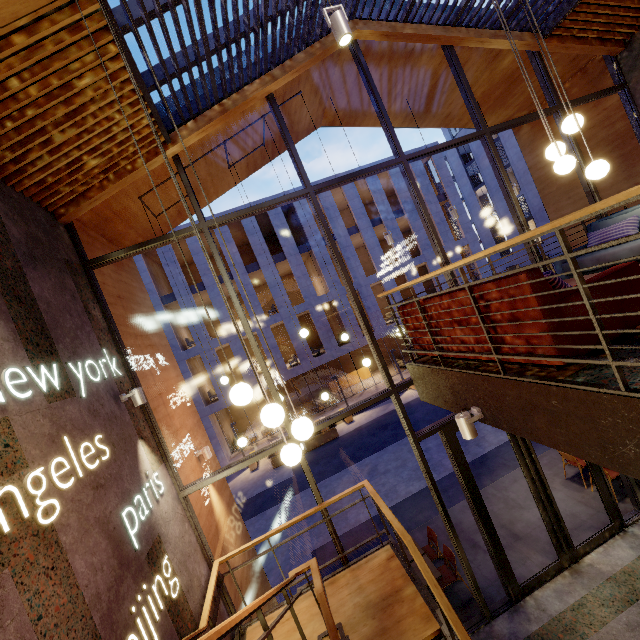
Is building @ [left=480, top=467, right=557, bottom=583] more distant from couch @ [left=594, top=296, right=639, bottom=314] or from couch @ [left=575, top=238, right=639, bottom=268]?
couch @ [left=594, top=296, right=639, bottom=314]

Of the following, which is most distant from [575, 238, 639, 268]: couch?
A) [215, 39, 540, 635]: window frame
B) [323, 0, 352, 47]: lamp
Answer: [323, 0, 352, 47]: lamp

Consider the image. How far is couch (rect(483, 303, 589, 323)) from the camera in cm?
242

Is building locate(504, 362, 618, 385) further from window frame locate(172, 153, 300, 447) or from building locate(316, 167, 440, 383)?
building locate(316, 167, 440, 383)

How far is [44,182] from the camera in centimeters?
436cm

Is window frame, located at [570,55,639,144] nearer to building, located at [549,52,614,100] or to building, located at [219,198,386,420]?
building, located at [549,52,614,100]

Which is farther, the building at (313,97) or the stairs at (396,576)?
the building at (313,97)

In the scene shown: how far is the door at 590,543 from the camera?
6.04m
